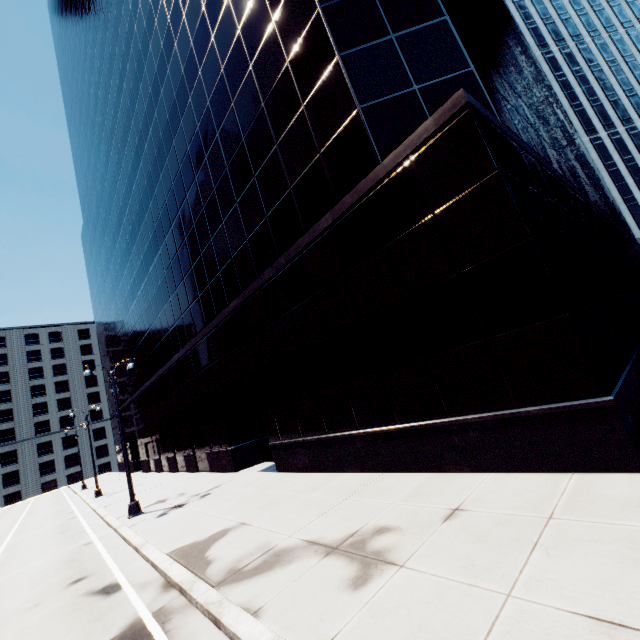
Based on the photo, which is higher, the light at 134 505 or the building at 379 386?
the building at 379 386

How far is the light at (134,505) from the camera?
14.9m

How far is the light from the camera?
14.91m

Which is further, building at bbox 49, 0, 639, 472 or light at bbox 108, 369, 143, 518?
light at bbox 108, 369, 143, 518

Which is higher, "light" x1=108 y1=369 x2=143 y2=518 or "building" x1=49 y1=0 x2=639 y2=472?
"building" x1=49 y1=0 x2=639 y2=472

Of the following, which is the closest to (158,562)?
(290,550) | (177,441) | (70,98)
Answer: (290,550)
